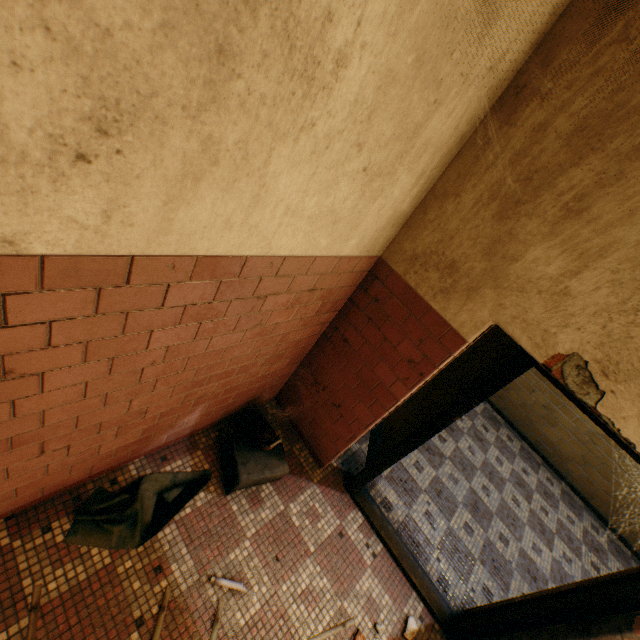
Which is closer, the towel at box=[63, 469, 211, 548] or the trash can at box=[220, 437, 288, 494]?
the towel at box=[63, 469, 211, 548]

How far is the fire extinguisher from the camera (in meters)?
2.62

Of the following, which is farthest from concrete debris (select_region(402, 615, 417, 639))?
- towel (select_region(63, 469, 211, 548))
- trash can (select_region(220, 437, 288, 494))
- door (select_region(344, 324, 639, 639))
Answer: towel (select_region(63, 469, 211, 548))

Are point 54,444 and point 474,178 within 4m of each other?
yes

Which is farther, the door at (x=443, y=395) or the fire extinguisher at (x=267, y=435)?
the fire extinguisher at (x=267, y=435)

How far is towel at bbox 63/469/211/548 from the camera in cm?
206

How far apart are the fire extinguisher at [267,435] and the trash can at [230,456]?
0.0m

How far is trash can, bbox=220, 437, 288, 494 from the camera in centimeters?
259cm
